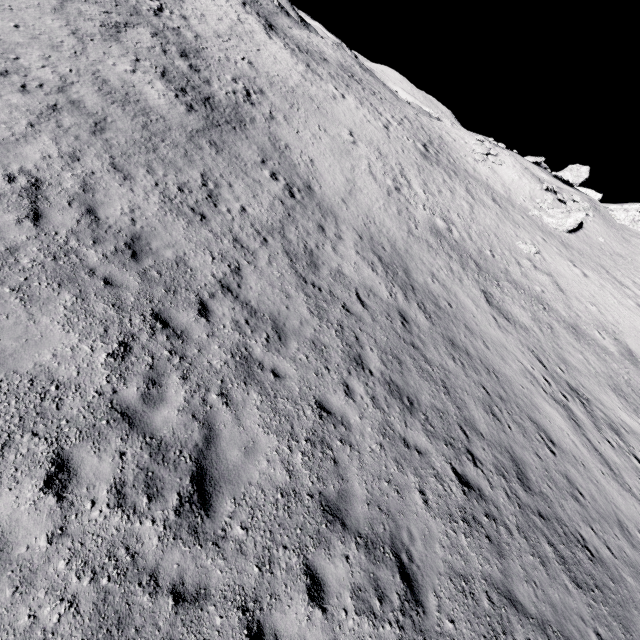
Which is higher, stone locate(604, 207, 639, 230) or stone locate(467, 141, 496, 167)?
stone locate(604, 207, 639, 230)

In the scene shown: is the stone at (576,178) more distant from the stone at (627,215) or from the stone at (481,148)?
the stone at (481,148)

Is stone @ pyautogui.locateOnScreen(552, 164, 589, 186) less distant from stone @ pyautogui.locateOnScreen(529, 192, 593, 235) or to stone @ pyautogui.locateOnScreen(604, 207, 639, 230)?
stone @ pyautogui.locateOnScreen(604, 207, 639, 230)

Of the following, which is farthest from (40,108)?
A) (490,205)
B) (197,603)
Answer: (490,205)

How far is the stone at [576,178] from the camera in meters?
45.6 m

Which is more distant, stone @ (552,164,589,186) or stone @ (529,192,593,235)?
stone @ (552,164,589,186)

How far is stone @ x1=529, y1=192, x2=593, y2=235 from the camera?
31.64m

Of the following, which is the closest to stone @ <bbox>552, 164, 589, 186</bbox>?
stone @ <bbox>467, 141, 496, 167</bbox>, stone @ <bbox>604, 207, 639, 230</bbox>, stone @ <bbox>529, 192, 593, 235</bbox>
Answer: stone @ <bbox>604, 207, 639, 230</bbox>
